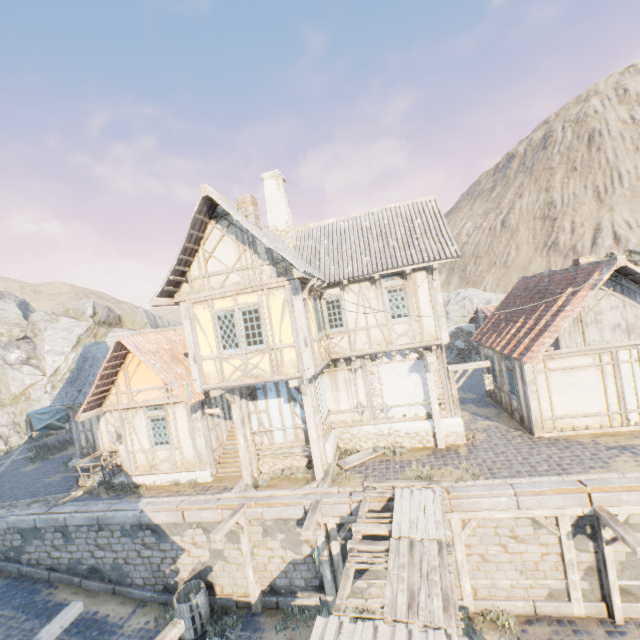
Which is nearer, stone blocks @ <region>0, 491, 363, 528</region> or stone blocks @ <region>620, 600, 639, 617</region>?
stone blocks @ <region>620, 600, 639, 617</region>

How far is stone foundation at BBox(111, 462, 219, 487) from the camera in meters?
12.8 m

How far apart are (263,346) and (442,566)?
7.0 meters

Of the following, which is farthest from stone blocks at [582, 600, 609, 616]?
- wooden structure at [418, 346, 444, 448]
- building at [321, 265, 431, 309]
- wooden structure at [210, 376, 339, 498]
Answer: wooden structure at [418, 346, 444, 448]

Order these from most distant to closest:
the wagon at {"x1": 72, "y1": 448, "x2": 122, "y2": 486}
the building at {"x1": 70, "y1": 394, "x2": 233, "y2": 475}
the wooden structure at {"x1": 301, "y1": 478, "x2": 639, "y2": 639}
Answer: the wagon at {"x1": 72, "y1": 448, "x2": 122, "y2": 486} → the building at {"x1": 70, "y1": 394, "x2": 233, "y2": 475} → the wooden structure at {"x1": 301, "y1": 478, "x2": 639, "y2": 639}

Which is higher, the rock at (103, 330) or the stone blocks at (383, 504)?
the rock at (103, 330)

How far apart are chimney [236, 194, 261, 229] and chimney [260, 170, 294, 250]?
3.0m

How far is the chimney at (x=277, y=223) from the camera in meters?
14.0 m
